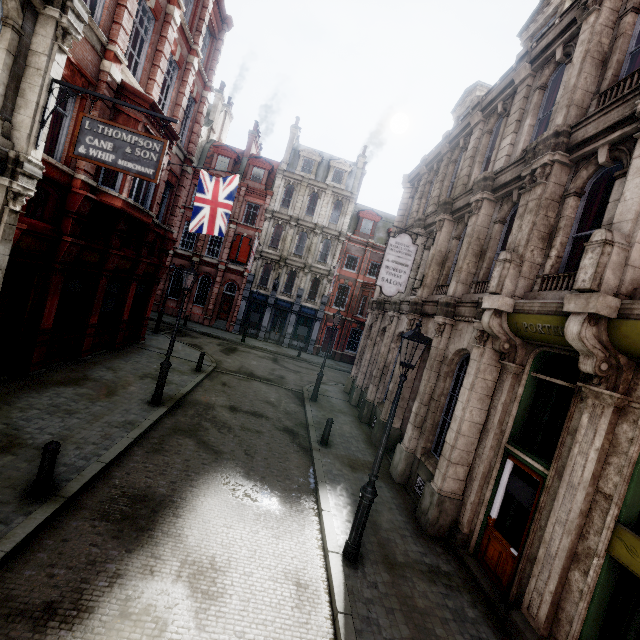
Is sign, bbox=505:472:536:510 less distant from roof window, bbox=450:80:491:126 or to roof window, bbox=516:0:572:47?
roof window, bbox=516:0:572:47

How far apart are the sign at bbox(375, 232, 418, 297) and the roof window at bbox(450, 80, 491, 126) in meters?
6.2

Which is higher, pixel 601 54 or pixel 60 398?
pixel 601 54

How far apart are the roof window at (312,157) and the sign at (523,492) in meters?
31.0

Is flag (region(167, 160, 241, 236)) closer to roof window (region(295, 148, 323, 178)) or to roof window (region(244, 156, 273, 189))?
roof window (region(244, 156, 273, 189))

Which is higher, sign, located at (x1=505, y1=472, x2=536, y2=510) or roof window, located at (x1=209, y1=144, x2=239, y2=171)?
roof window, located at (x1=209, y1=144, x2=239, y2=171)

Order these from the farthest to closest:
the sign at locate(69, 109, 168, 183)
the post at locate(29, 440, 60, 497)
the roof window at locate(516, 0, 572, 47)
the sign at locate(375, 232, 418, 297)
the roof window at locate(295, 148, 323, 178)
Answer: the roof window at locate(295, 148, 323, 178), the sign at locate(375, 232, 418, 297), the roof window at locate(516, 0, 572, 47), the sign at locate(69, 109, 168, 183), the post at locate(29, 440, 60, 497)

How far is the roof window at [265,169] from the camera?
31.5 meters
